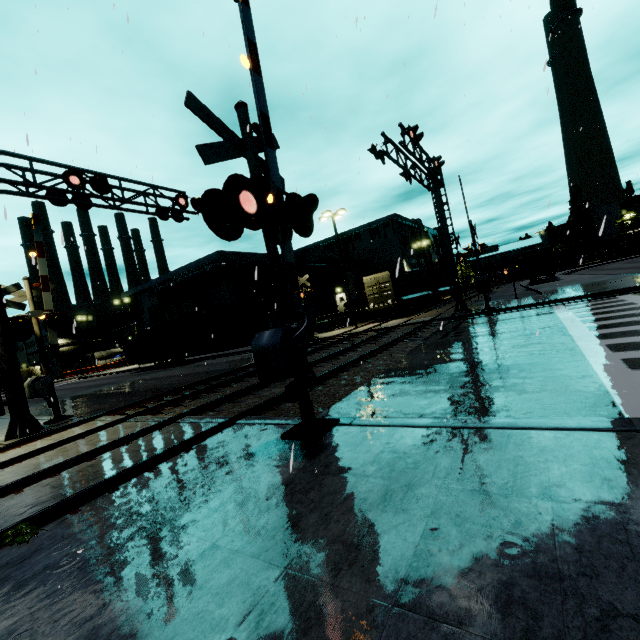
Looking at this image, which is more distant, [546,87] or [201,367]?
[201,367]

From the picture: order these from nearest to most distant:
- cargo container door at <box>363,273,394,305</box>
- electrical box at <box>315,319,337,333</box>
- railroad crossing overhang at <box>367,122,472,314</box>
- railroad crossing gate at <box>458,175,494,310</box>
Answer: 1. railroad crossing overhang at <box>367,122,472,314</box>
2. railroad crossing gate at <box>458,175,494,310</box>
3. cargo container door at <box>363,273,394,305</box>
4. electrical box at <box>315,319,337,333</box>

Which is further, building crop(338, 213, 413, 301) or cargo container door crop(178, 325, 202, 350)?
building crop(338, 213, 413, 301)

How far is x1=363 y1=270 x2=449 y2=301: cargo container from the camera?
27.7m

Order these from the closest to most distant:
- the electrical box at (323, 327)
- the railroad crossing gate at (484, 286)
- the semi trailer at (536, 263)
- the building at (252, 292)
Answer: the railroad crossing gate at (484, 286) < the electrical box at (323, 327) < the semi trailer at (536, 263) < the building at (252, 292)

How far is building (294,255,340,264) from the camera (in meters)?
46.01

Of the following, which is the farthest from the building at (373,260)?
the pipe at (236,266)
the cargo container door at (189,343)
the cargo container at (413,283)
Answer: the cargo container door at (189,343)

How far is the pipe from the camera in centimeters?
3409cm
